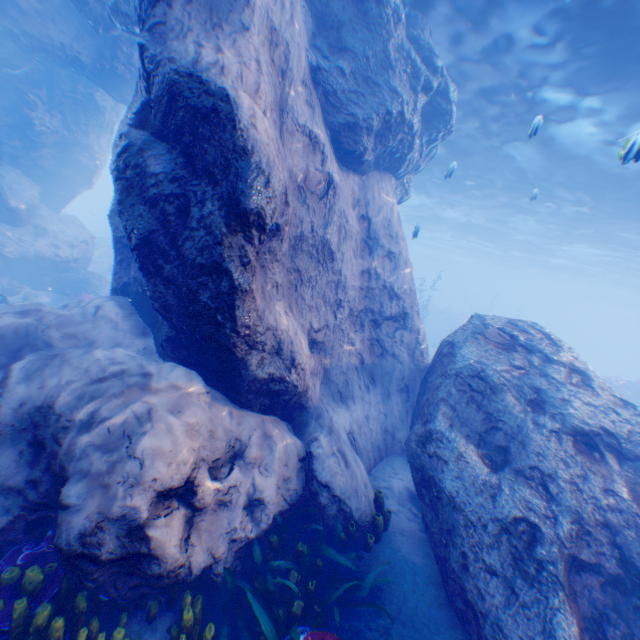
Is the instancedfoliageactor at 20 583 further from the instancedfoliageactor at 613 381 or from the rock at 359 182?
the instancedfoliageactor at 613 381

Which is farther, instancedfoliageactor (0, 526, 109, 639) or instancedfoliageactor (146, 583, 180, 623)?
instancedfoliageactor (146, 583, 180, 623)

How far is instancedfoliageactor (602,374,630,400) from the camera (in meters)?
22.20

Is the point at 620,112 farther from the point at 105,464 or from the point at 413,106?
the point at 105,464

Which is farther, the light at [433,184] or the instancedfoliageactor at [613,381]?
the instancedfoliageactor at [613,381]

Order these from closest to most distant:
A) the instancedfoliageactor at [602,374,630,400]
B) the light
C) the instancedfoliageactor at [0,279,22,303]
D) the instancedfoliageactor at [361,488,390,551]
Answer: the instancedfoliageactor at [361,488,390,551] → the light → the instancedfoliageactor at [0,279,22,303] → the instancedfoliageactor at [602,374,630,400]

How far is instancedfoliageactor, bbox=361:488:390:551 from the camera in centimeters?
513cm
